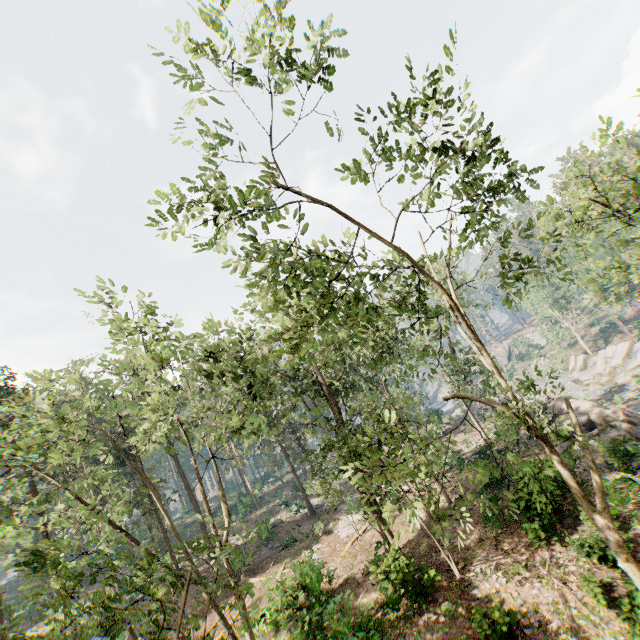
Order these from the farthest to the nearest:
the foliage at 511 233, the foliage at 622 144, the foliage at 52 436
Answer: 1. the foliage at 622 144
2. the foliage at 511 233
3. the foliage at 52 436

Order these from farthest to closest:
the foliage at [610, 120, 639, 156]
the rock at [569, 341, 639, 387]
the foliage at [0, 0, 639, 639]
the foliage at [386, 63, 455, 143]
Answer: the rock at [569, 341, 639, 387] → the foliage at [610, 120, 639, 156] → the foliage at [386, 63, 455, 143] → the foliage at [0, 0, 639, 639]

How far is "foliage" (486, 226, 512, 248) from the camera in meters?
11.0 m

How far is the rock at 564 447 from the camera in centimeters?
2234cm

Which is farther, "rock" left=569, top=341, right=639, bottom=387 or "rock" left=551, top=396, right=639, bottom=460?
"rock" left=569, top=341, right=639, bottom=387

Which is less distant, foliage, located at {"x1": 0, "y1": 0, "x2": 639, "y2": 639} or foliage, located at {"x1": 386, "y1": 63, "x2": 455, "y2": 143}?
foliage, located at {"x1": 0, "y1": 0, "x2": 639, "y2": 639}

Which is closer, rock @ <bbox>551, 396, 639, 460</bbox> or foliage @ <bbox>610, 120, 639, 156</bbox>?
foliage @ <bbox>610, 120, 639, 156</bbox>

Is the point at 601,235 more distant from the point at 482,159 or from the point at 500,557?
the point at 500,557
